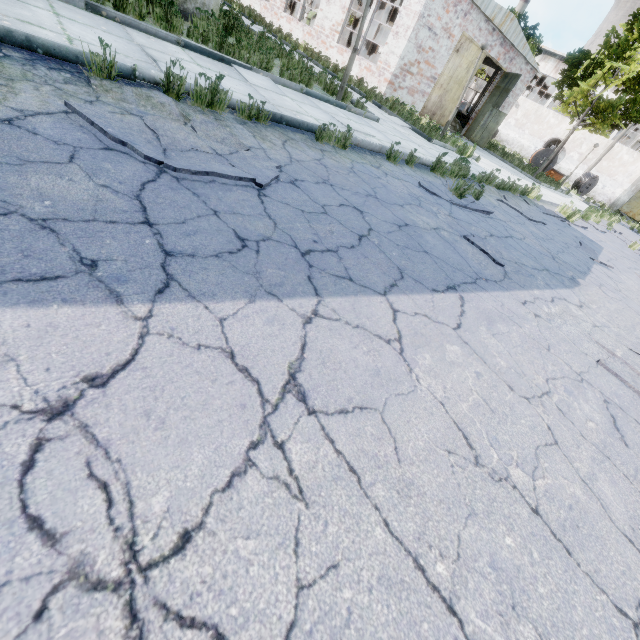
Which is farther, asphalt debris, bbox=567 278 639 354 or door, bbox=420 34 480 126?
door, bbox=420 34 480 126

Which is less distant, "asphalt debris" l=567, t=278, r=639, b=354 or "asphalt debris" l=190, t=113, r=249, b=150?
"asphalt debris" l=190, t=113, r=249, b=150

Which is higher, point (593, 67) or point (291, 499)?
point (593, 67)

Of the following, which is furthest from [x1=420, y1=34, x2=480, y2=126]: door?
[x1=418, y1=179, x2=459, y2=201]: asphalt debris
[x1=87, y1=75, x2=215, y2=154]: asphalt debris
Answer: [x1=87, y1=75, x2=215, y2=154]: asphalt debris

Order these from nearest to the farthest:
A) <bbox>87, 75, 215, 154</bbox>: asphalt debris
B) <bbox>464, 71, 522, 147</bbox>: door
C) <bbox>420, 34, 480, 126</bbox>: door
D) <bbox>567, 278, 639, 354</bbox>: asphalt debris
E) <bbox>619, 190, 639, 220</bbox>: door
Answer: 1. <bbox>87, 75, 215, 154</bbox>: asphalt debris
2. <bbox>567, 278, 639, 354</bbox>: asphalt debris
3. <bbox>420, 34, 480, 126</bbox>: door
4. <bbox>464, 71, 522, 147</bbox>: door
5. <bbox>619, 190, 639, 220</bbox>: door

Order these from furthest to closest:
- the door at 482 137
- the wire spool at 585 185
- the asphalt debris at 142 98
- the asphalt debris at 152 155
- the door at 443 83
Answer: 1. the wire spool at 585 185
2. the door at 482 137
3. the door at 443 83
4. the asphalt debris at 142 98
5. the asphalt debris at 152 155

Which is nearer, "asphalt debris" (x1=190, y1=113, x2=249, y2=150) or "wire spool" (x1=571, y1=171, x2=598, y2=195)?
"asphalt debris" (x1=190, y1=113, x2=249, y2=150)

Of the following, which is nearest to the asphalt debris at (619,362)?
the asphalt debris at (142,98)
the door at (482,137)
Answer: the asphalt debris at (142,98)
